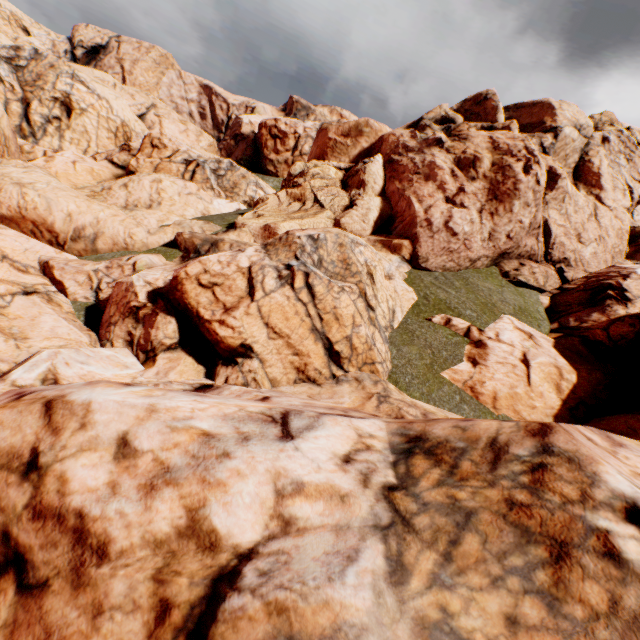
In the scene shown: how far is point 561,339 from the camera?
10.3 meters
